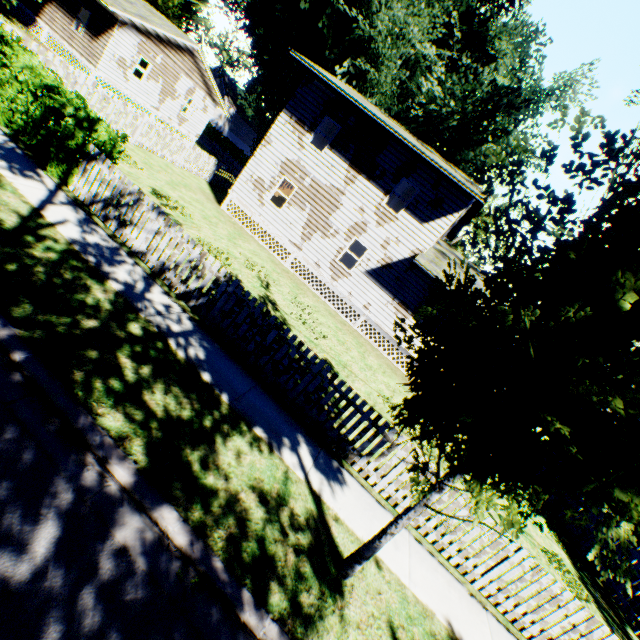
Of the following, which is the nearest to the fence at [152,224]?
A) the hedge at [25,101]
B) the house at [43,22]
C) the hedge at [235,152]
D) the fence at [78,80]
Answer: the hedge at [25,101]

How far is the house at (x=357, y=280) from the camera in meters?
15.0 m

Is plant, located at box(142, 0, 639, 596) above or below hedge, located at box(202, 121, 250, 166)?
above

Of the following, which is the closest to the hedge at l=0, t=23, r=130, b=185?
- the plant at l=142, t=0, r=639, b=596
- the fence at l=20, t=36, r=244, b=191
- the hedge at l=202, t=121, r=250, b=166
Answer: the fence at l=20, t=36, r=244, b=191

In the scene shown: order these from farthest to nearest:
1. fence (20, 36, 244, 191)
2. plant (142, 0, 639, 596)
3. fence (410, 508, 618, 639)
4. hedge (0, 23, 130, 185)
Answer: fence (20, 36, 244, 191) → hedge (0, 23, 130, 185) → fence (410, 508, 618, 639) → plant (142, 0, 639, 596)

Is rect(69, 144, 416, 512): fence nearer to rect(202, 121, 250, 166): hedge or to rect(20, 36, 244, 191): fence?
rect(20, 36, 244, 191): fence

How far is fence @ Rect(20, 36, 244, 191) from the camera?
11.9m

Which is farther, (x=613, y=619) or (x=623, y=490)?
(x=613, y=619)
